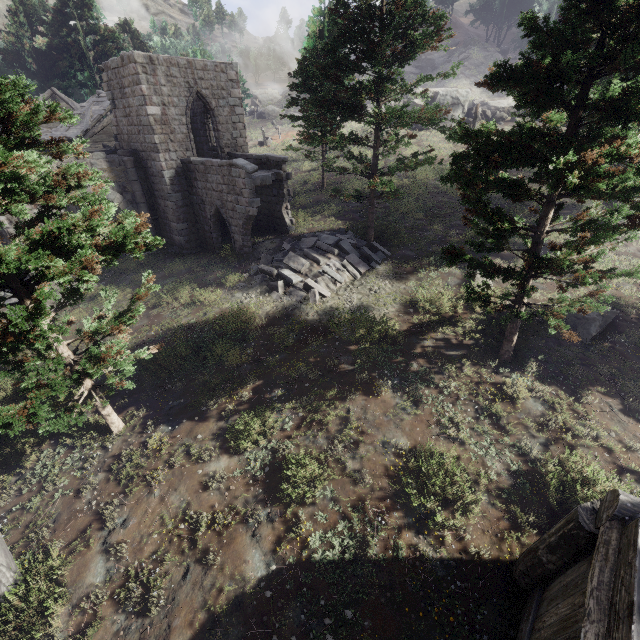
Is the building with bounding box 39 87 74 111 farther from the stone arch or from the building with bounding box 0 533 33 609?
the building with bounding box 0 533 33 609

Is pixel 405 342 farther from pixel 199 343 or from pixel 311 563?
pixel 199 343

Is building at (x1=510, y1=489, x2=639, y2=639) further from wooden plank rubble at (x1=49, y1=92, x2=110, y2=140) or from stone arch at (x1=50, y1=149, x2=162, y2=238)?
wooden plank rubble at (x1=49, y1=92, x2=110, y2=140)

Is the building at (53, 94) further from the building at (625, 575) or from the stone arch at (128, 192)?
the building at (625, 575)

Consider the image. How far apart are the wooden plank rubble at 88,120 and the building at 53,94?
6.9m

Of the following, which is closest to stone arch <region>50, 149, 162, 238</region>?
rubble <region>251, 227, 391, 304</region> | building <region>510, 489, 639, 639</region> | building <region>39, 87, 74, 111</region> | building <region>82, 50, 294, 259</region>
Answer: building <region>82, 50, 294, 259</region>

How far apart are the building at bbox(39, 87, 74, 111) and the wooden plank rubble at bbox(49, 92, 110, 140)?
6.9m

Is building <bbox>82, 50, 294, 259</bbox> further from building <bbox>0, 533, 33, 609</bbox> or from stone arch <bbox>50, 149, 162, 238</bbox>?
building <bbox>0, 533, 33, 609</bbox>
